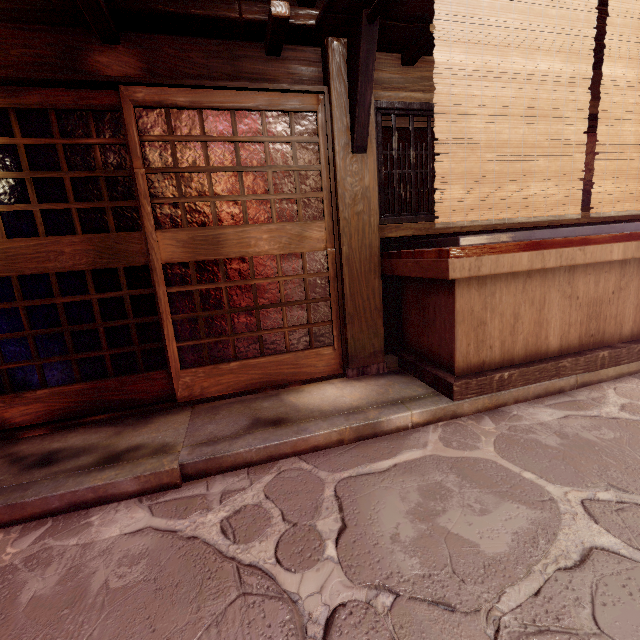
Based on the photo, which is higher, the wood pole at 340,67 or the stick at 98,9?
the stick at 98,9

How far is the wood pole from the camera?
5.4m

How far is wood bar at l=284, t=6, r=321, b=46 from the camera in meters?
4.9 m

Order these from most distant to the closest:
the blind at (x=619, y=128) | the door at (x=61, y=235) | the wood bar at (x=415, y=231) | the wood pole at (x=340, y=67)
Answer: the wood bar at (x=415, y=231) < the wood pole at (x=340, y=67) < the door at (x=61, y=235) < the blind at (x=619, y=128)

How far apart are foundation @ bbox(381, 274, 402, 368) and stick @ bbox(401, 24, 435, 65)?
3.8 meters

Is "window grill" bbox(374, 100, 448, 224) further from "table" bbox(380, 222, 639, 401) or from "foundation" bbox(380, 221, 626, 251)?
"table" bbox(380, 222, 639, 401)

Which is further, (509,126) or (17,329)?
(17,329)

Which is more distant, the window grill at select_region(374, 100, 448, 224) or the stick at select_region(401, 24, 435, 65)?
the window grill at select_region(374, 100, 448, 224)
